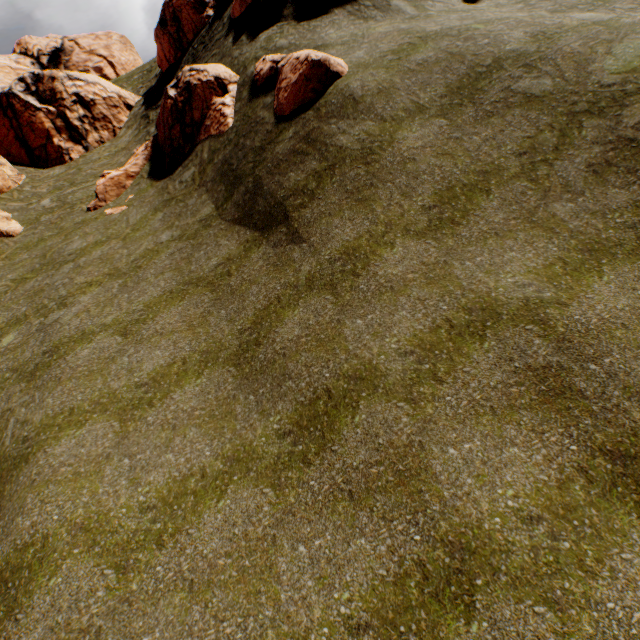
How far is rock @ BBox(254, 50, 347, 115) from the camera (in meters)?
11.51

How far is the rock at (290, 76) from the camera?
11.51m

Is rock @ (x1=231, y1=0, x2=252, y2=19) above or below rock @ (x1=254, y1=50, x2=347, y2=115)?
above

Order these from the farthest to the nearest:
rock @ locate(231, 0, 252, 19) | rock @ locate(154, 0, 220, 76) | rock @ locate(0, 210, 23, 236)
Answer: rock @ locate(154, 0, 220, 76), rock @ locate(231, 0, 252, 19), rock @ locate(0, 210, 23, 236)

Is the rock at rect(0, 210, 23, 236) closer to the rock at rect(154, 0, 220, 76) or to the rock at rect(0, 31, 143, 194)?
the rock at rect(154, 0, 220, 76)

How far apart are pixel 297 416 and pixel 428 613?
3.64m

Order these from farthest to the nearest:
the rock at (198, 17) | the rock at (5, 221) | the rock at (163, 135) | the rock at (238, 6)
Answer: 1. the rock at (198, 17)
2. the rock at (238, 6)
3. the rock at (5, 221)
4. the rock at (163, 135)
